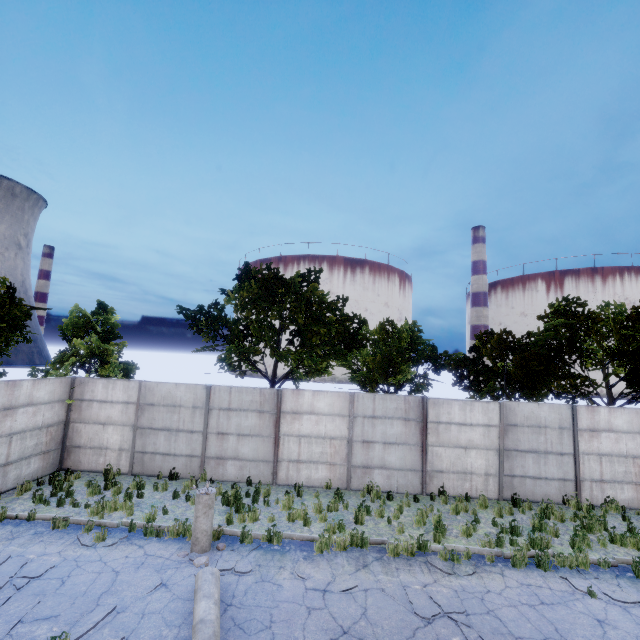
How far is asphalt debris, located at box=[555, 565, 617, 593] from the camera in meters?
7.4 m

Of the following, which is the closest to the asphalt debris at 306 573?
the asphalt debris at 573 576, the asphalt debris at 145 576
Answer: the asphalt debris at 145 576

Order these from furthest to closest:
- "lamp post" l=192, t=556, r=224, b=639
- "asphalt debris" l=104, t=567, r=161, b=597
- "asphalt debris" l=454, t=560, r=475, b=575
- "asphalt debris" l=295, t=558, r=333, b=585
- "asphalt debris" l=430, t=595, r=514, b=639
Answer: "asphalt debris" l=454, t=560, r=475, b=575, "asphalt debris" l=295, t=558, r=333, b=585, "asphalt debris" l=104, t=567, r=161, b=597, "asphalt debris" l=430, t=595, r=514, b=639, "lamp post" l=192, t=556, r=224, b=639

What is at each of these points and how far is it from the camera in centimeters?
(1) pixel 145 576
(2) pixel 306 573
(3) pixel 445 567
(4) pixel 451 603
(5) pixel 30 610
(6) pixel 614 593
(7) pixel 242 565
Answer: (1) asphalt debris, 698cm
(2) asphalt debris, 739cm
(3) asphalt debris, 788cm
(4) asphalt debris, 670cm
(5) asphalt debris, 589cm
(6) asphalt debris, 726cm
(7) asphalt debris, 756cm

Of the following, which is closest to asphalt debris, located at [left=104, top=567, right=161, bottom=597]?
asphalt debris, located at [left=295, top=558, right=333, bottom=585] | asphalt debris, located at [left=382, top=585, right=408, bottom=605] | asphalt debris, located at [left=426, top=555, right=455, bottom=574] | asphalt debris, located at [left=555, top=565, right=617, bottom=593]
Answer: asphalt debris, located at [left=295, top=558, right=333, bottom=585]

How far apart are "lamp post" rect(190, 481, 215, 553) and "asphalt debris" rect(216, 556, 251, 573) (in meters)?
0.38

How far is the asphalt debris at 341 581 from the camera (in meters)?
6.95

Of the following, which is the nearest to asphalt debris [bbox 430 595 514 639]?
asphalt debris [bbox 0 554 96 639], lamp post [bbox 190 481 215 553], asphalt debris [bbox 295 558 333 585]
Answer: asphalt debris [bbox 295 558 333 585]
